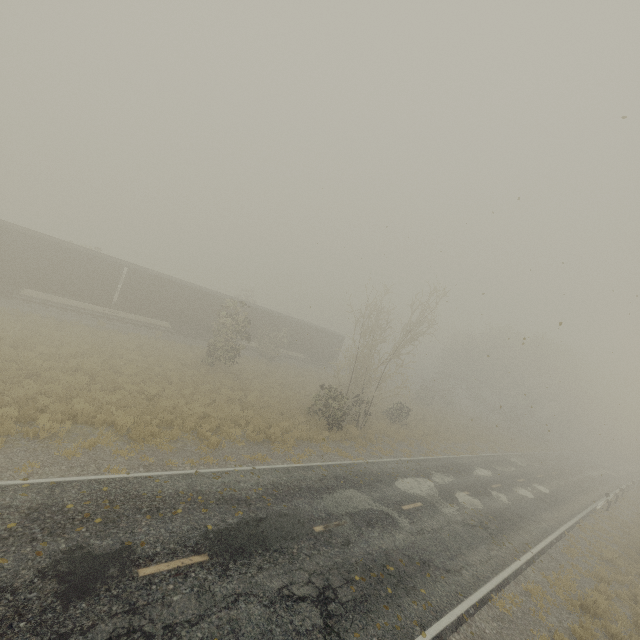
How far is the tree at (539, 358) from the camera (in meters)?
45.16

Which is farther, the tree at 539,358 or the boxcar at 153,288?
the tree at 539,358

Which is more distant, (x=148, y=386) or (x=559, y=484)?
(x=559, y=484)

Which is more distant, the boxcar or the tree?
the tree

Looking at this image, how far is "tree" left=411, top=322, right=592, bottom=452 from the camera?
45.2 meters
